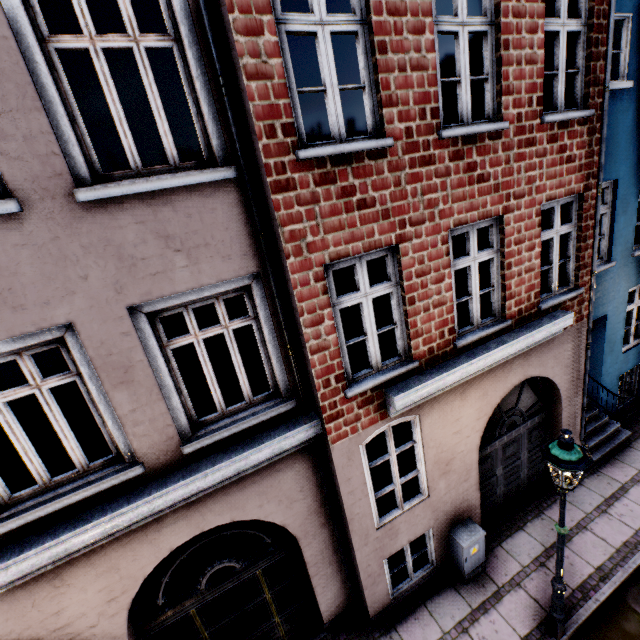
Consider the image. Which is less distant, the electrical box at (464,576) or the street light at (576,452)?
the street light at (576,452)

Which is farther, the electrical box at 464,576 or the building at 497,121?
the electrical box at 464,576

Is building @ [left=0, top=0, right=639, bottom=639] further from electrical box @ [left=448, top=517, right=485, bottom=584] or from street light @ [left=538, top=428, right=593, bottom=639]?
street light @ [left=538, top=428, right=593, bottom=639]

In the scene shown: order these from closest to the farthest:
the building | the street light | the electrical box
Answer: the building, the street light, the electrical box

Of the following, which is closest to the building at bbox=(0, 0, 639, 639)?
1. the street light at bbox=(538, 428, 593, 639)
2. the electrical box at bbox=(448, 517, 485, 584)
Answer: the electrical box at bbox=(448, 517, 485, 584)

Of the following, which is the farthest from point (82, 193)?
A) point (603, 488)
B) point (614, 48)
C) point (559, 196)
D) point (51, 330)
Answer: point (614, 48)

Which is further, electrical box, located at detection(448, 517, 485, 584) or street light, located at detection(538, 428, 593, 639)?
electrical box, located at detection(448, 517, 485, 584)
